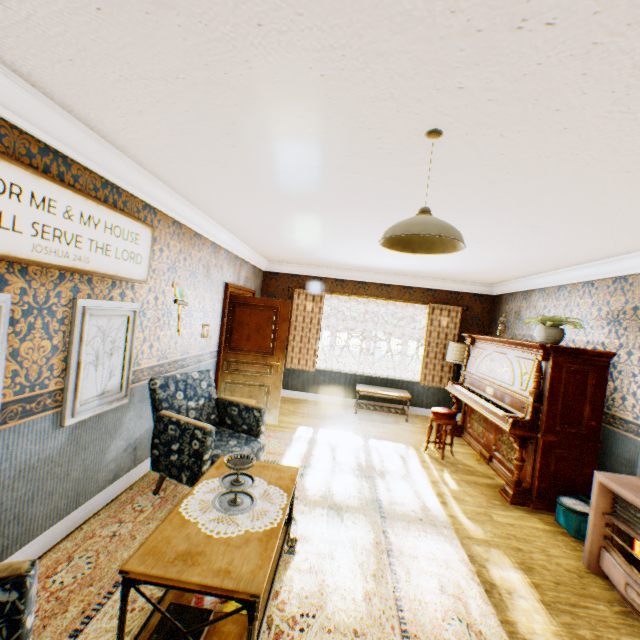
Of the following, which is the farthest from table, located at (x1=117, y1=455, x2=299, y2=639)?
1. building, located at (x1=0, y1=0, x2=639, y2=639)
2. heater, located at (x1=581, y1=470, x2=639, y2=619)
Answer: heater, located at (x1=581, y1=470, x2=639, y2=619)

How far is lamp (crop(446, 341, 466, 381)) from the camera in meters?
6.7 m

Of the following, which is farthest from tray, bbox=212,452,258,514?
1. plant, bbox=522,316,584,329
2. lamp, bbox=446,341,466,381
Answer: lamp, bbox=446,341,466,381

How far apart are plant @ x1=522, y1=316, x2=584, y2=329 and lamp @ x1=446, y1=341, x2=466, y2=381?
2.0 meters

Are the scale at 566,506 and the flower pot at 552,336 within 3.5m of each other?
yes

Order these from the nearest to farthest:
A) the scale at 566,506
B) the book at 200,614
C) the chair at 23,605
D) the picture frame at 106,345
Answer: the chair at 23,605, the book at 200,614, the picture frame at 106,345, the scale at 566,506

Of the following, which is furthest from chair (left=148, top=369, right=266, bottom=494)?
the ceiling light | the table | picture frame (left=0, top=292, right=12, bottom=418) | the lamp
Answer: the lamp

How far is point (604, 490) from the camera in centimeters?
293cm
